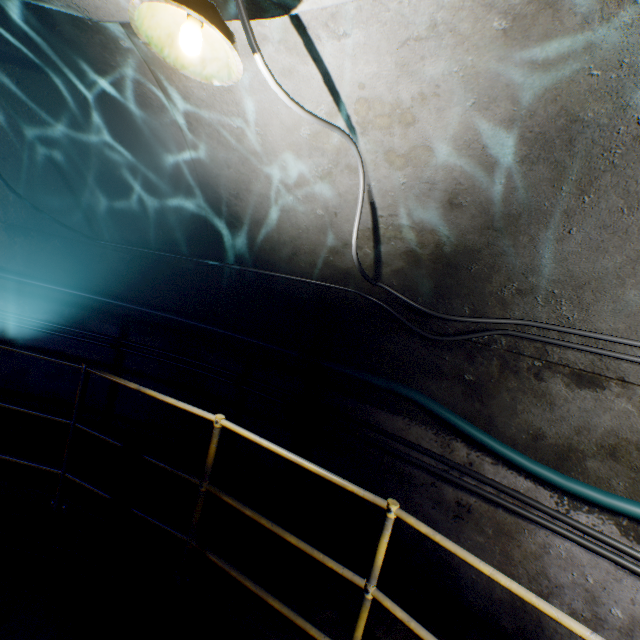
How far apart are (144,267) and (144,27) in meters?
3.0 m

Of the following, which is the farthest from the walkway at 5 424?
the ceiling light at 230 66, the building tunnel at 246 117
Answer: the ceiling light at 230 66

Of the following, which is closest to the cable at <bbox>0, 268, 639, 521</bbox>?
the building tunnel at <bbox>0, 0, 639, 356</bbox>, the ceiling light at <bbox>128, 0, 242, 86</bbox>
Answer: the building tunnel at <bbox>0, 0, 639, 356</bbox>

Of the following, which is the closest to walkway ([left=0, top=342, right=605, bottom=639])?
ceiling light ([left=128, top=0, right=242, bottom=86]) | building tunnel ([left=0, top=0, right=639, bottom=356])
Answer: building tunnel ([left=0, top=0, right=639, bottom=356])

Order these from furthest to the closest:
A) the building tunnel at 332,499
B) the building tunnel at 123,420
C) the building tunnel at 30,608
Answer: the building tunnel at 123,420
the building tunnel at 332,499
the building tunnel at 30,608

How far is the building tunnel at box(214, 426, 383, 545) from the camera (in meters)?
3.29

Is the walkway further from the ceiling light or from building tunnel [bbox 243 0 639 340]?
the ceiling light
